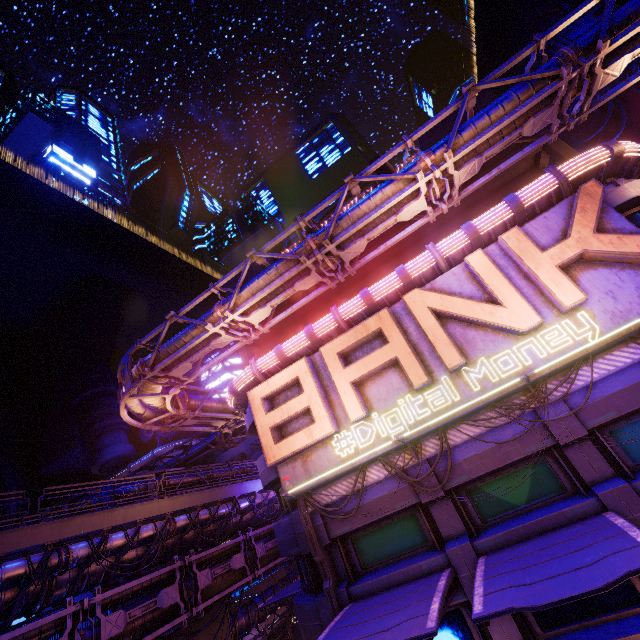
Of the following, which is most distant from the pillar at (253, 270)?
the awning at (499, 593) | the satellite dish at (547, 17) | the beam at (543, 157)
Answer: the satellite dish at (547, 17)

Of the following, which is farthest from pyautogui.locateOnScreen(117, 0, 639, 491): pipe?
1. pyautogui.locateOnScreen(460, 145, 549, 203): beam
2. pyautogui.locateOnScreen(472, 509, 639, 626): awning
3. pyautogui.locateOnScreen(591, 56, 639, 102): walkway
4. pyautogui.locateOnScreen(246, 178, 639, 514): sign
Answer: pyautogui.locateOnScreen(591, 56, 639, 102): walkway

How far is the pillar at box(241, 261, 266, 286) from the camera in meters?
21.1 m

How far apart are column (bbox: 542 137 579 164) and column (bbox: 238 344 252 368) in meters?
18.7 m

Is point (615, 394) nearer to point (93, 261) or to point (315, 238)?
point (315, 238)

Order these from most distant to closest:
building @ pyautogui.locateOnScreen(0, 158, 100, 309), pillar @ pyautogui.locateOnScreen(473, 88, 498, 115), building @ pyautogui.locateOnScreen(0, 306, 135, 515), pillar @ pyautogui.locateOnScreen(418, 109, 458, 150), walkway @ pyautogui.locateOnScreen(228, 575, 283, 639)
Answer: building @ pyautogui.locateOnScreen(0, 158, 100, 309) < building @ pyautogui.locateOnScreen(0, 306, 135, 515) < walkway @ pyautogui.locateOnScreen(228, 575, 283, 639) < pillar @ pyautogui.locateOnScreen(418, 109, 458, 150) < pillar @ pyautogui.locateOnScreen(473, 88, 498, 115)

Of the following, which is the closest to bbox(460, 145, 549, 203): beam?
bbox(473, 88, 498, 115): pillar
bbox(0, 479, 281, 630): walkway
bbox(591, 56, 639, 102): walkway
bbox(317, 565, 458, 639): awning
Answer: bbox(473, 88, 498, 115): pillar

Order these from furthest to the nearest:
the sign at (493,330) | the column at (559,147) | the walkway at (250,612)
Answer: the walkway at (250,612)
the column at (559,147)
the sign at (493,330)
